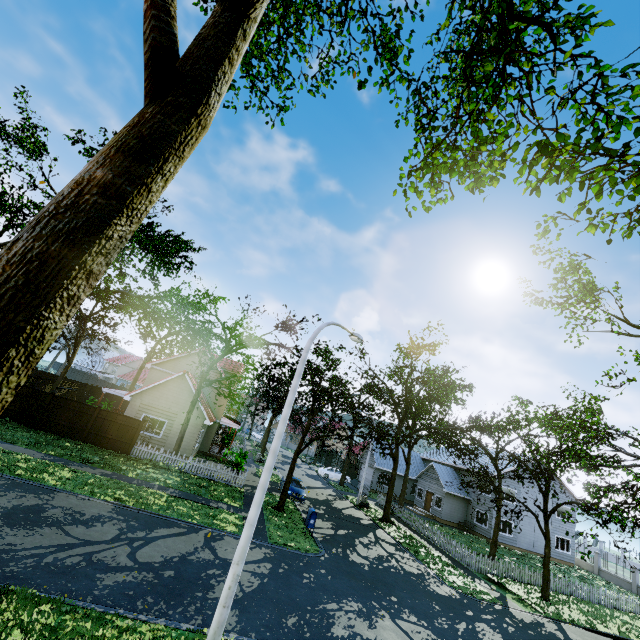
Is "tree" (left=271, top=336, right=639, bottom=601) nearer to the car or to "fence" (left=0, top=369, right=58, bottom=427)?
"fence" (left=0, top=369, right=58, bottom=427)

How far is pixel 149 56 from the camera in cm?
511

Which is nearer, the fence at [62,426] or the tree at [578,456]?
the tree at [578,456]

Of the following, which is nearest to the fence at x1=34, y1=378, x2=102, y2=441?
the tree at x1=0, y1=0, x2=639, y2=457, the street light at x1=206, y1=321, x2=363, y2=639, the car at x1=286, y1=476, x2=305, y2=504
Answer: the tree at x1=0, y1=0, x2=639, y2=457

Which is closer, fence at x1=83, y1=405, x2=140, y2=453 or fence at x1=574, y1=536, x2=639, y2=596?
fence at x1=83, y1=405, x2=140, y2=453

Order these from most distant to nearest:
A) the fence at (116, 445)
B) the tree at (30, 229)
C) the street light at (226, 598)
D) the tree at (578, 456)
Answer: the fence at (116, 445)
the tree at (578, 456)
the street light at (226, 598)
the tree at (30, 229)

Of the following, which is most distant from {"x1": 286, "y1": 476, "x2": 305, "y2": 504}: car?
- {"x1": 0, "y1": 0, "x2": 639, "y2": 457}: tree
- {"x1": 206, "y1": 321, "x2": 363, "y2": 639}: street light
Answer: {"x1": 206, "y1": 321, "x2": 363, "y2": 639}: street light
